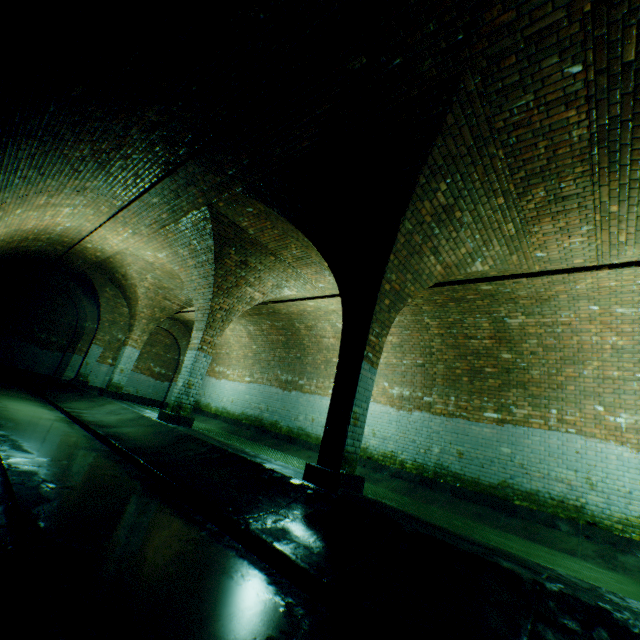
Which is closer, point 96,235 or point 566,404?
point 566,404

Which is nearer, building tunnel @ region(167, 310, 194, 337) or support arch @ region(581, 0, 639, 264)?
support arch @ region(581, 0, 639, 264)

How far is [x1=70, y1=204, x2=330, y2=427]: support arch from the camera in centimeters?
756cm

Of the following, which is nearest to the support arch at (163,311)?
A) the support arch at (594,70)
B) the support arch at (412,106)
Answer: the support arch at (412,106)

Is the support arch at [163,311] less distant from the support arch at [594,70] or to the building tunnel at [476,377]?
the building tunnel at [476,377]

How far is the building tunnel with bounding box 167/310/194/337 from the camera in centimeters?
1510cm

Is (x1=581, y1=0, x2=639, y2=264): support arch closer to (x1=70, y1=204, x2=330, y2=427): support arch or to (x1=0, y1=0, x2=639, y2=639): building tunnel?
(x1=0, y1=0, x2=639, y2=639): building tunnel

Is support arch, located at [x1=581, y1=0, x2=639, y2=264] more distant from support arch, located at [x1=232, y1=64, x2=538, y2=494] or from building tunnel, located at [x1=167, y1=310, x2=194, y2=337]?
support arch, located at [x1=232, y1=64, x2=538, y2=494]
